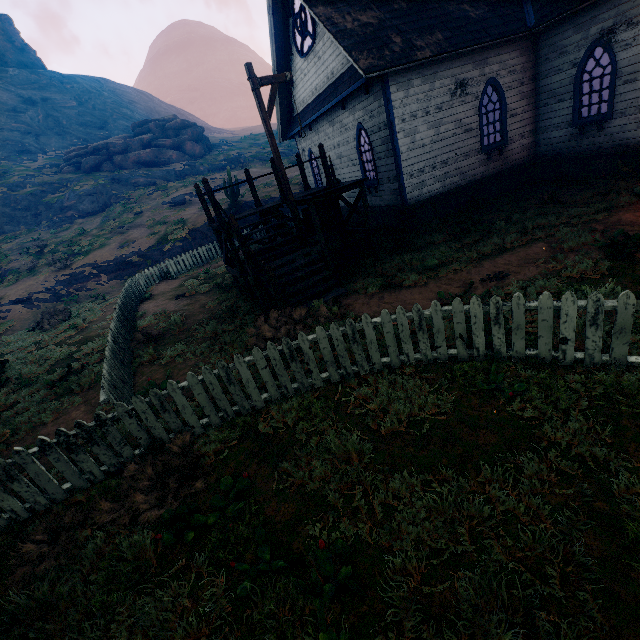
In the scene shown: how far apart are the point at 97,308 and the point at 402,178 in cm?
1452

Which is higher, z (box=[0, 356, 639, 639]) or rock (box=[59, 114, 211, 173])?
rock (box=[59, 114, 211, 173])

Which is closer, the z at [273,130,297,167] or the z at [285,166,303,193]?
the z at [285,166,303,193]

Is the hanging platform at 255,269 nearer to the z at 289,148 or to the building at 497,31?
the z at 289,148

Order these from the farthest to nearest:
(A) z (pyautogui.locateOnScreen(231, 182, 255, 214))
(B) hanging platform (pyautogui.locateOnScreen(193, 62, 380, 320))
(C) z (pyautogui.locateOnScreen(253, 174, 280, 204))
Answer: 1. (C) z (pyautogui.locateOnScreen(253, 174, 280, 204))
2. (A) z (pyautogui.locateOnScreen(231, 182, 255, 214))
3. (B) hanging platform (pyautogui.locateOnScreen(193, 62, 380, 320))

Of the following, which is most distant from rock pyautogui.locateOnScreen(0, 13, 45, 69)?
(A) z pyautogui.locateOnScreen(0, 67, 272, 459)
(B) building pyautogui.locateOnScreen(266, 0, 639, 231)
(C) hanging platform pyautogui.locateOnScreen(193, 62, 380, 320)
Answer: (C) hanging platform pyautogui.locateOnScreen(193, 62, 380, 320)

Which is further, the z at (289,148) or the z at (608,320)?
the z at (289,148)

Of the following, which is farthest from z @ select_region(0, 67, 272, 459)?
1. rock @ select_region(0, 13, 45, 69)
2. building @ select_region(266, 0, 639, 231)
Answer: rock @ select_region(0, 13, 45, 69)
